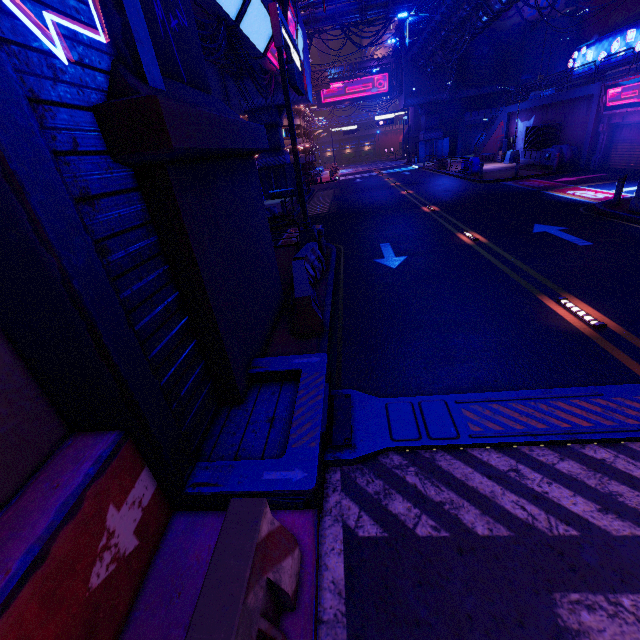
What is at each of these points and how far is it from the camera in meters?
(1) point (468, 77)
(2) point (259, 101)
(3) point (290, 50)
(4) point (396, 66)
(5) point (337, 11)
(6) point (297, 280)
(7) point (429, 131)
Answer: (1) vent, 41.4
(2) walkway, 27.3
(3) sign, 11.3
(4) vent, 41.4
(5) pipe, 30.4
(6) fence, 7.0
(7) pillar, 44.8

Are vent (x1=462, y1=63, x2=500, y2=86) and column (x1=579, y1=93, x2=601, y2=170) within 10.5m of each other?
no

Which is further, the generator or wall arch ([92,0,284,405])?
the generator

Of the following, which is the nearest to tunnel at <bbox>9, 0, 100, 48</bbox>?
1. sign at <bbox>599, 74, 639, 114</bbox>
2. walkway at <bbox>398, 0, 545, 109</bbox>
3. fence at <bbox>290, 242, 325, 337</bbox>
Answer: fence at <bbox>290, 242, 325, 337</bbox>

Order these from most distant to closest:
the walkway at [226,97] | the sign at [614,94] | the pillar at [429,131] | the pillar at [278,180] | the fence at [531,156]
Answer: the pillar at [429,131]
the pillar at [278,180]
the walkway at [226,97]
the fence at [531,156]
the sign at [614,94]

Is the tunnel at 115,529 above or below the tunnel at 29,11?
below

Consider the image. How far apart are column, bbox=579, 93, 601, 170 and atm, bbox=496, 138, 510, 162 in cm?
1056

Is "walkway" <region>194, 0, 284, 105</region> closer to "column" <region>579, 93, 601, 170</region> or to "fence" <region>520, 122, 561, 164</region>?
"fence" <region>520, 122, 561, 164</region>
